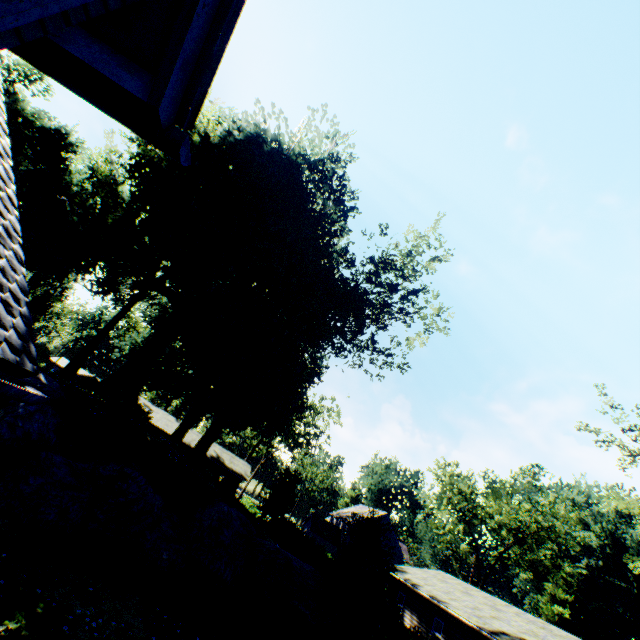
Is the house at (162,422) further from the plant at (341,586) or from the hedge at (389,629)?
the hedge at (389,629)

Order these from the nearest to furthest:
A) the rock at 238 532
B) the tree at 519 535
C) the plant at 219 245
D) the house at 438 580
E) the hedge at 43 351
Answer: the rock at 238 532 → the house at 438 580 → the hedge at 43 351 → the plant at 219 245 → the tree at 519 535

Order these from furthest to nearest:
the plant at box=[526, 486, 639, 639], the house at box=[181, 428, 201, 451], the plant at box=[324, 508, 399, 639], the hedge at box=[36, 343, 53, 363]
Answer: the plant at box=[526, 486, 639, 639] → the house at box=[181, 428, 201, 451] → the hedge at box=[36, 343, 53, 363] → the plant at box=[324, 508, 399, 639]

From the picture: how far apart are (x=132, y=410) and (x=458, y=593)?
27.0 meters

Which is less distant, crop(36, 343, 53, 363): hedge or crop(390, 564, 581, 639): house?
crop(390, 564, 581, 639): house

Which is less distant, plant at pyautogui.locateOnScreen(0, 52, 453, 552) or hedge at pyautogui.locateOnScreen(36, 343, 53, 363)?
hedge at pyautogui.locateOnScreen(36, 343, 53, 363)

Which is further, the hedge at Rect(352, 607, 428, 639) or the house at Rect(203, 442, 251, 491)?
the house at Rect(203, 442, 251, 491)

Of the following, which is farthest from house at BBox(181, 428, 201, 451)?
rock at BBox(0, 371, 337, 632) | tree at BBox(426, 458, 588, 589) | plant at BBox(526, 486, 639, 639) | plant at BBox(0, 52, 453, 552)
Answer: rock at BBox(0, 371, 337, 632)
